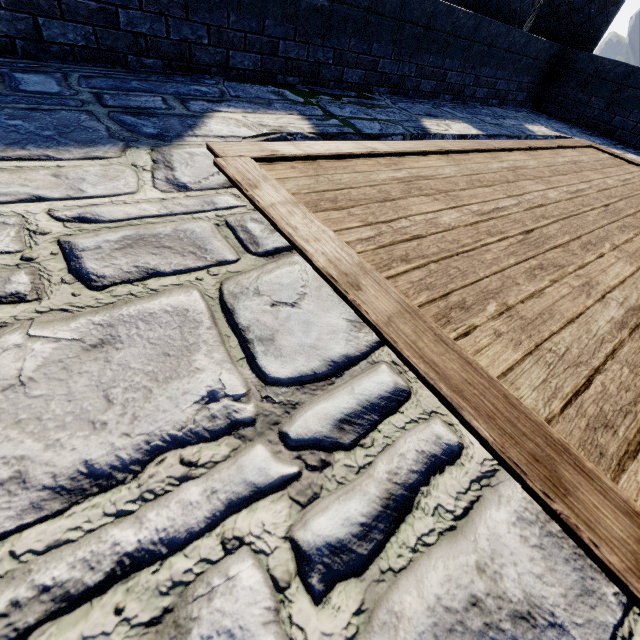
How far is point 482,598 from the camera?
0.6 meters
